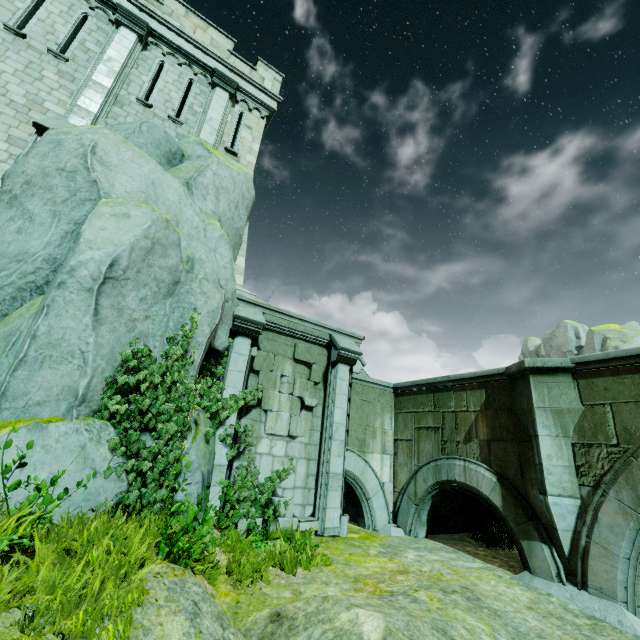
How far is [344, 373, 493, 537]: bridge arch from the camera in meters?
9.9

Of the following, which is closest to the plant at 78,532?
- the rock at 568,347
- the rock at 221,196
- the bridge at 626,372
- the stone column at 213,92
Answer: the rock at 221,196

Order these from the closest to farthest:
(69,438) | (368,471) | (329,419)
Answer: (69,438)
(329,419)
(368,471)

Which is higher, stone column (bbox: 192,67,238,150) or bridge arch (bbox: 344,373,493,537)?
stone column (bbox: 192,67,238,150)

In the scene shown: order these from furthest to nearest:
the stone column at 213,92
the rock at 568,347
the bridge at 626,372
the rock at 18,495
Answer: the rock at 568,347, the stone column at 213,92, the bridge at 626,372, the rock at 18,495

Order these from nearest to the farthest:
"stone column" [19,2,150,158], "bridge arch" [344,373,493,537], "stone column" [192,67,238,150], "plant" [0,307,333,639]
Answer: "plant" [0,307,333,639]
"stone column" [19,2,150,158]
"bridge arch" [344,373,493,537]
"stone column" [192,67,238,150]

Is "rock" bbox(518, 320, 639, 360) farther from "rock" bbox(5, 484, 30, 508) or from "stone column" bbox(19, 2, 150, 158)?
"stone column" bbox(19, 2, 150, 158)

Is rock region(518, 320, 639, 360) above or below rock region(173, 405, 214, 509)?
above
